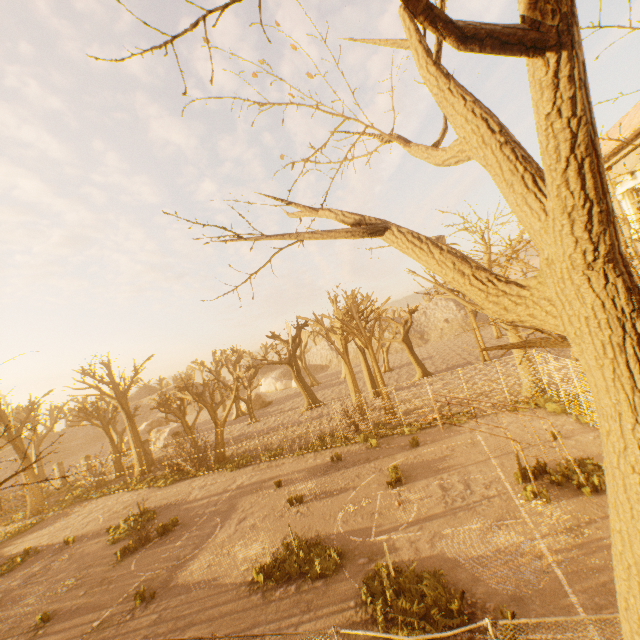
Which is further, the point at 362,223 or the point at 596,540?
the point at 596,540

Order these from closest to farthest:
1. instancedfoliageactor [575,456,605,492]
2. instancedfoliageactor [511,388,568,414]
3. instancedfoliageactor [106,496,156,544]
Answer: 1. instancedfoliageactor [575,456,605,492]
2. instancedfoliageactor [511,388,568,414]
3. instancedfoliageactor [106,496,156,544]

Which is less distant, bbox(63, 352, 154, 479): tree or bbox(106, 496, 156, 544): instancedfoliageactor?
bbox(106, 496, 156, 544): instancedfoliageactor

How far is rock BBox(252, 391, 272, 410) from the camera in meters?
47.5

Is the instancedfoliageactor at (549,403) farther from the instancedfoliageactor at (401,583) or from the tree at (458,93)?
the instancedfoliageactor at (401,583)

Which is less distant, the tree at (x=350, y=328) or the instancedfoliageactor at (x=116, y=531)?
the instancedfoliageactor at (x=116, y=531)

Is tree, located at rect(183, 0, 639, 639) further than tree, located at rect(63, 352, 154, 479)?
No

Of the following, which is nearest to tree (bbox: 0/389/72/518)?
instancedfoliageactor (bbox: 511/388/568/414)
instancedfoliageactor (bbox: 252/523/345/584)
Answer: instancedfoliageactor (bbox: 511/388/568/414)
